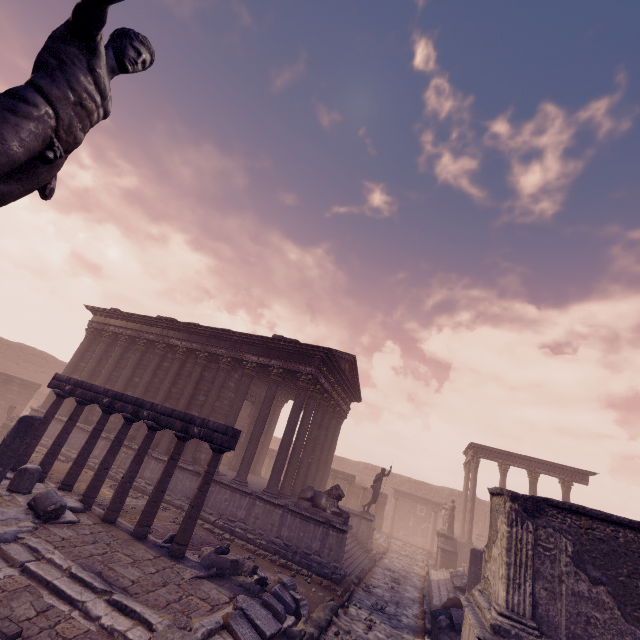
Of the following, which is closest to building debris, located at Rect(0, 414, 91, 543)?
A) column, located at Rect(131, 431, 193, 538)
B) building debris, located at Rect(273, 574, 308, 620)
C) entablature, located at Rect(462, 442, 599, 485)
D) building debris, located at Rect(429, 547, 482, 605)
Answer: column, located at Rect(131, 431, 193, 538)

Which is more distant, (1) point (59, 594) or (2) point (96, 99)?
(1) point (59, 594)

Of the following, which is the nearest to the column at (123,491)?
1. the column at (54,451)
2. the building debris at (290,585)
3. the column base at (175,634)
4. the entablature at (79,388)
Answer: the entablature at (79,388)

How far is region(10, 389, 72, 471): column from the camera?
10.0 meters

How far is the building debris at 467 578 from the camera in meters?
12.3 m

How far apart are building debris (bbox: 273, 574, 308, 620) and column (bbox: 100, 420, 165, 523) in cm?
441

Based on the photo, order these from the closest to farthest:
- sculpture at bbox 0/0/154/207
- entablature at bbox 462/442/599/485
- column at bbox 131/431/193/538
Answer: sculpture at bbox 0/0/154/207 < column at bbox 131/431/193/538 < entablature at bbox 462/442/599/485

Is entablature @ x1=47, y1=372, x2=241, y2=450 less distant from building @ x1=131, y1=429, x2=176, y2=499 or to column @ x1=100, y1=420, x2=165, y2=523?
column @ x1=100, y1=420, x2=165, y2=523
